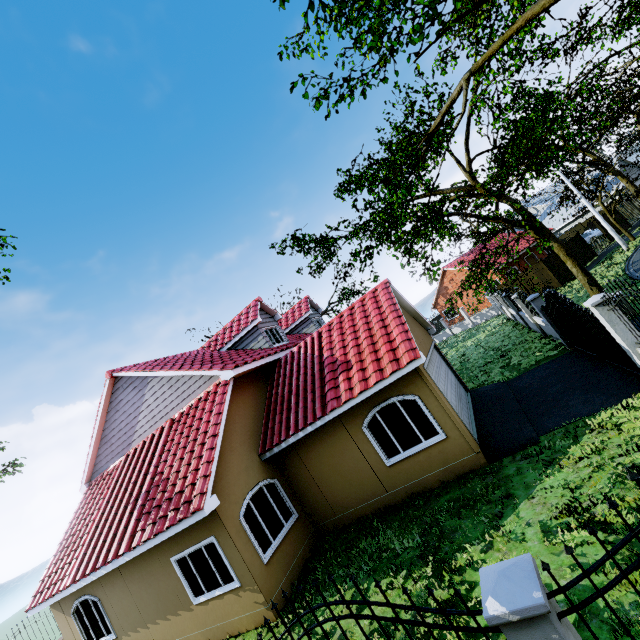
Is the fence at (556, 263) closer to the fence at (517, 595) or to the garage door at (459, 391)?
the garage door at (459, 391)

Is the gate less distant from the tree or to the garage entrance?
the tree

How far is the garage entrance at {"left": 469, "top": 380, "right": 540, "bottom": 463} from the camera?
8.4m

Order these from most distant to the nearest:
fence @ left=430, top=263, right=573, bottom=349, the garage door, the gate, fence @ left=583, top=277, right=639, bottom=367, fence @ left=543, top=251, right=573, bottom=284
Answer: fence @ left=543, top=251, right=573, bottom=284, fence @ left=430, top=263, right=573, bottom=349, the garage door, the gate, fence @ left=583, top=277, right=639, bottom=367

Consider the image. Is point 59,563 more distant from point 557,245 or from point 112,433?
point 557,245

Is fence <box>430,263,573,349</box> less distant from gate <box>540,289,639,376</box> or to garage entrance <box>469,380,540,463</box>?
gate <box>540,289,639,376</box>

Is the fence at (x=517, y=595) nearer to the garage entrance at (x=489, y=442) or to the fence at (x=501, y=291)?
the garage entrance at (x=489, y=442)

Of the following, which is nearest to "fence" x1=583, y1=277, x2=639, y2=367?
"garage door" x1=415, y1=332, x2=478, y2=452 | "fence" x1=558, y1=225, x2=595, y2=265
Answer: "garage door" x1=415, y1=332, x2=478, y2=452
